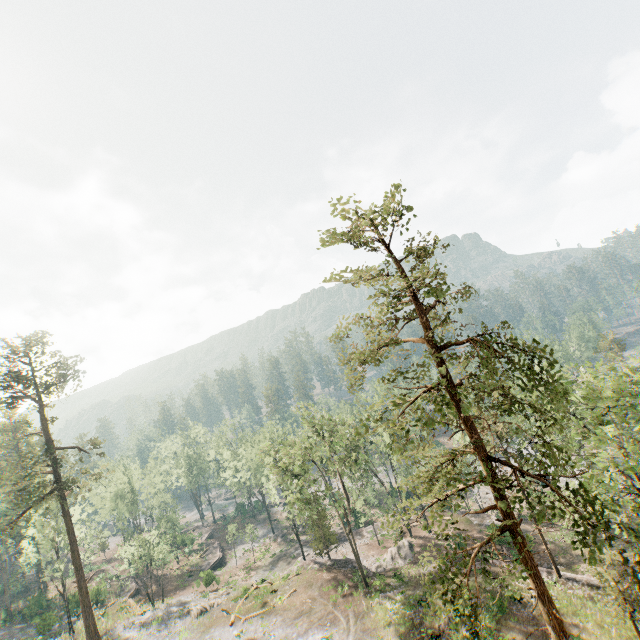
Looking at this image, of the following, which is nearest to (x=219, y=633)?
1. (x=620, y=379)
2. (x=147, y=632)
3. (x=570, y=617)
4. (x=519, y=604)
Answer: (x=147, y=632)

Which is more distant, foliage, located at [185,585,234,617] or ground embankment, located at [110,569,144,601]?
ground embankment, located at [110,569,144,601]

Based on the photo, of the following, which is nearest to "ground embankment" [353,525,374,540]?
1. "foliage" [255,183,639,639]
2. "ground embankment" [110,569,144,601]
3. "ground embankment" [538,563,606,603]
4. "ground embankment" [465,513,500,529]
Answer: "foliage" [255,183,639,639]

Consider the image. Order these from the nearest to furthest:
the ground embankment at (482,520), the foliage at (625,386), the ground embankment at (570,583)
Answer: the foliage at (625,386), the ground embankment at (570,583), the ground embankment at (482,520)

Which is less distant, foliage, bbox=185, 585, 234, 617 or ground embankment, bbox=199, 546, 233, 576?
foliage, bbox=185, 585, 234, 617

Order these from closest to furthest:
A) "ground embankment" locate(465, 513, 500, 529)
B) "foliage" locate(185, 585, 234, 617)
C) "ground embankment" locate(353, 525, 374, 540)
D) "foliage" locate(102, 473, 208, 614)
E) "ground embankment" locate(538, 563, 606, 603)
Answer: "ground embankment" locate(538, 563, 606, 603) < "foliage" locate(185, 585, 234, 617) < "ground embankment" locate(465, 513, 500, 529) < "foliage" locate(102, 473, 208, 614) < "ground embankment" locate(353, 525, 374, 540)

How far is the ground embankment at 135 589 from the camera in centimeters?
4809cm

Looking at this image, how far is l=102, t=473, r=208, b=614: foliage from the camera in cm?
4238
